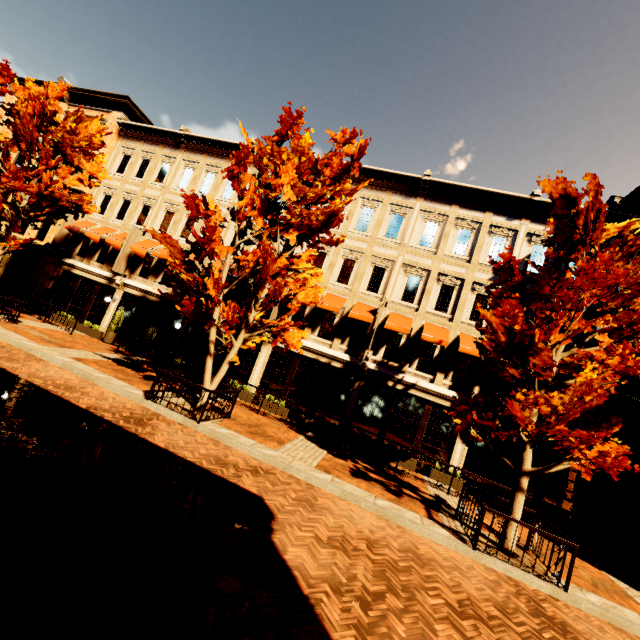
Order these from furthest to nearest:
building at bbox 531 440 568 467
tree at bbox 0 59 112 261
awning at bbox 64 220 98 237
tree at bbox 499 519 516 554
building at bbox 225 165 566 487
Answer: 1. awning at bbox 64 220 98 237
2. building at bbox 225 165 566 487
3. building at bbox 531 440 568 467
4. tree at bbox 0 59 112 261
5. tree at bbox 499 519 516 554

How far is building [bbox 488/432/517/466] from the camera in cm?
1345

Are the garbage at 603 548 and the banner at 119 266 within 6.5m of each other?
no

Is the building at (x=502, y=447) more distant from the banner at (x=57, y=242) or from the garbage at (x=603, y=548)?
the garbage at (x=603, y=548)

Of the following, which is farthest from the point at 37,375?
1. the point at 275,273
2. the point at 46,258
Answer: the point at 46,258

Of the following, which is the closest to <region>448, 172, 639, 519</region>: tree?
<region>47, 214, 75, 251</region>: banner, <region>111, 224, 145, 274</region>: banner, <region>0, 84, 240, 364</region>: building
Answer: <region>0, 84, 240, 364</region>: building

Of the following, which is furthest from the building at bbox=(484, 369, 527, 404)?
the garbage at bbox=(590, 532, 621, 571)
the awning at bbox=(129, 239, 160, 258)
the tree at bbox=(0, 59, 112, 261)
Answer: the tree at bbox=(0, 59, 112, 261)

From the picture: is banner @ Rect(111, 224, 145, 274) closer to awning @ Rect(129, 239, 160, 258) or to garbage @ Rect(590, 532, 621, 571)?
awning @ Rect(129, 239, 160, 258)
